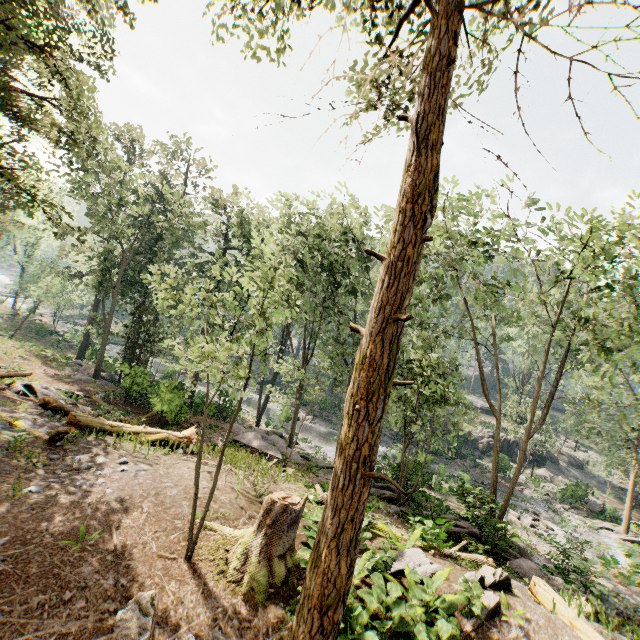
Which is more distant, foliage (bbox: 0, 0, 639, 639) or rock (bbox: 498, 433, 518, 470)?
rock (bbox: 498, 433, 518, 470)

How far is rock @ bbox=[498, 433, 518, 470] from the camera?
35.5m

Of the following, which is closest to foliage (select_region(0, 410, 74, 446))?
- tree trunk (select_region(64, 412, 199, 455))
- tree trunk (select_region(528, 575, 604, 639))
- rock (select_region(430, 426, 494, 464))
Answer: rock (select_region(430, 426, 494, 464))

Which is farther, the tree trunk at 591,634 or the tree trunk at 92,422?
the tree trunk at 92,422

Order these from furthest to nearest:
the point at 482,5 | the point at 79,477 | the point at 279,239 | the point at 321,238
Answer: the point at 321,238 < the point at 279,239 < the point at 79,477 < the point at 482,5

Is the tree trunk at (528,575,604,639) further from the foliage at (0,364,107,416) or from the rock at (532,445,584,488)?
the rock at (532,445,584,488)

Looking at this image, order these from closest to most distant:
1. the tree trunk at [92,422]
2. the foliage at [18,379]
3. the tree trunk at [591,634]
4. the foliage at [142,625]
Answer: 1. the foliage at [142,625]
2. the tree trunk at [591,634]
3. the tree trunk at [92,422]
4. the foliage at [18,379]

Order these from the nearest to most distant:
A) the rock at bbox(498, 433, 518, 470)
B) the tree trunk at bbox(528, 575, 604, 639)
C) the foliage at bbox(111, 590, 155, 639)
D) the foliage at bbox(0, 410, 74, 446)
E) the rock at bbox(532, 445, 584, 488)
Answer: the foliage at bbox(111, 590, 155, 639)
the tree trunk at bbox(528, 575, 604, 639)
the foliage at bbox(0, 410, 74, 446)
the rock at bbox(498, 433, 518, 470)
the rock at bbox(532, 445, 584, 488)
